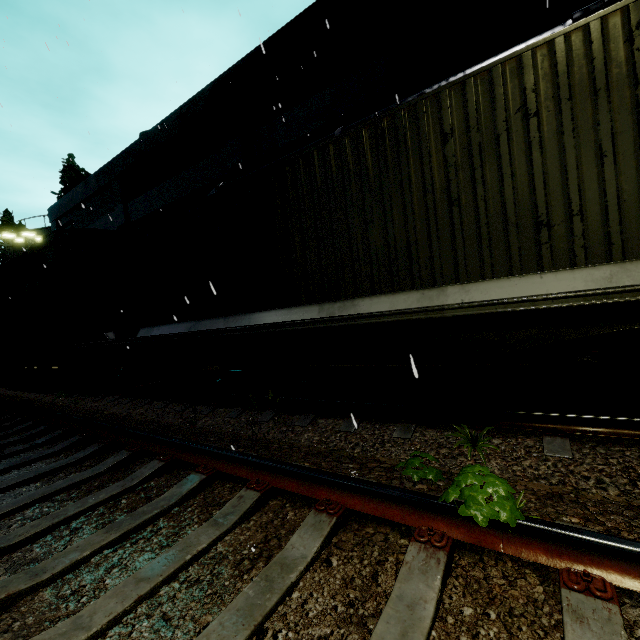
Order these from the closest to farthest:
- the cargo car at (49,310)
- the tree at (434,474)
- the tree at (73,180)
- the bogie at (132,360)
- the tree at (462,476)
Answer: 1. the tree at (462,476)
2. the tree at (434,474)
3. the bogie at (132,360)
4. the cargo car at (49,310)
5. the tree at (73,180)

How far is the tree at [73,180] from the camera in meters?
25.2 m

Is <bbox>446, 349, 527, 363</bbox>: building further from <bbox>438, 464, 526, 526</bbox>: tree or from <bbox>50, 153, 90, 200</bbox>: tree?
<bbox>438, 464, 526, 526</bbox>: tree

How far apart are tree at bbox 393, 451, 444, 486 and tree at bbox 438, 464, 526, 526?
0.6 meters

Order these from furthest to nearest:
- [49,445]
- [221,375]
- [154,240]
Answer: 1. [221,375]
2. [154,240]
3. [49,445]

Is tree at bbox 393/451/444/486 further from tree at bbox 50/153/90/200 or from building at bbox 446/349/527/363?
tree at bbox 50/153/90/200

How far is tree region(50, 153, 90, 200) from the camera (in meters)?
25.25

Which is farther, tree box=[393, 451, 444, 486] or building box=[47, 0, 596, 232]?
building box=[47, 0, 596, 232]
